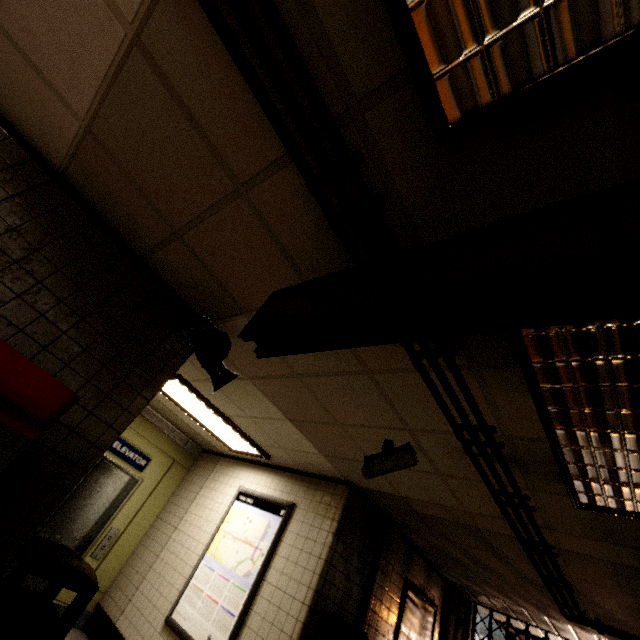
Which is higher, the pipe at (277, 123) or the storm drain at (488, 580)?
the storm drain at (488, 580)

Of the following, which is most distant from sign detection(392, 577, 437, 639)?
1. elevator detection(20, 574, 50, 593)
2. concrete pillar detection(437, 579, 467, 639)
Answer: elevator detection(20, 574, 50, 593)

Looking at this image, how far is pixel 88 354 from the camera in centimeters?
227cm

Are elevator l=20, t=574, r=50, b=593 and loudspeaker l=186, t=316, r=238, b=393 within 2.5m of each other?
no

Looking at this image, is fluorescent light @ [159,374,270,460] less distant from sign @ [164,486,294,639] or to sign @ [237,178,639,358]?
sign @ [164,486,294,639]

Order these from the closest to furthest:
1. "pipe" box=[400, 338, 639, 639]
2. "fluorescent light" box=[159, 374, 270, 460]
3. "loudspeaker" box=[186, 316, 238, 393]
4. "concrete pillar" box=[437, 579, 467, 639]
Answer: "pipe" box=[400, 338, 639, 639] < "loudspeaker" box=[186, 316, 238, 393] < "fluorescent light" box=[159, 374, 270, 460] < "concrete pillar" box=[437, 579, 467, 639]

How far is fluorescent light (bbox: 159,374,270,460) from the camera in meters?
4.3 m

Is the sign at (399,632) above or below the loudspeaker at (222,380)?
below
